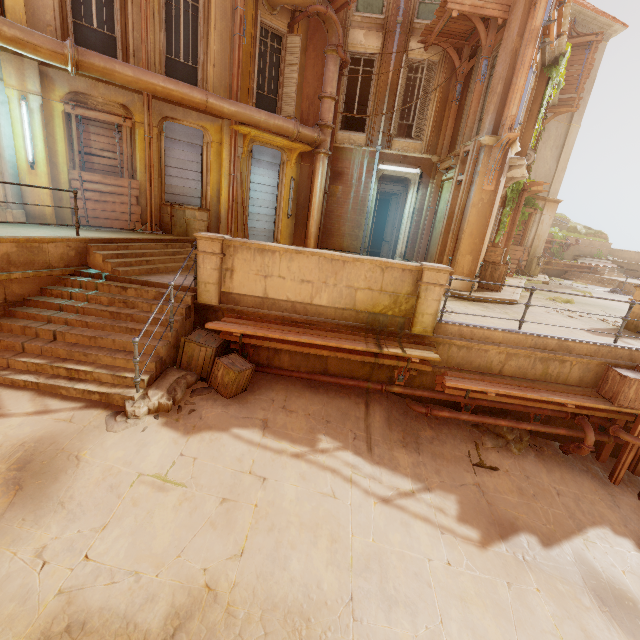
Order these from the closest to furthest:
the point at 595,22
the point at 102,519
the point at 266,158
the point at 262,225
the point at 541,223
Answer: the point at 102,519
the point at 266,158
the point at 262,225
the point at 595,22
the point at 541,223

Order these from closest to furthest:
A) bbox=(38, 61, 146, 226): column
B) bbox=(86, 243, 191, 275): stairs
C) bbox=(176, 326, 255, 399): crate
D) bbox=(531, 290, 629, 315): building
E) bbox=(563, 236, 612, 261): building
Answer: bbox=(176, 326, 255, 399): crate → bbox=(86, 243, 191, 275): stairs → bbox=(38, 61, 146, 226): column → bbox=(531, 290, 629, 315): building → bbox=(563, 236, 612, 261): building

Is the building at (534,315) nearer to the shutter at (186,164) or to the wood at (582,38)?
the shutter at (186,164)

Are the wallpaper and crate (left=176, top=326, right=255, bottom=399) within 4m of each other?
no

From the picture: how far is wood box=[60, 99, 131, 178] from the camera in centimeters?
873cm

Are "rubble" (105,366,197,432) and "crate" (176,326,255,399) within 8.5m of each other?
yes

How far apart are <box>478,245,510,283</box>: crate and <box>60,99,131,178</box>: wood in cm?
1196

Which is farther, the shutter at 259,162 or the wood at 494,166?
the shutter at 259,162
